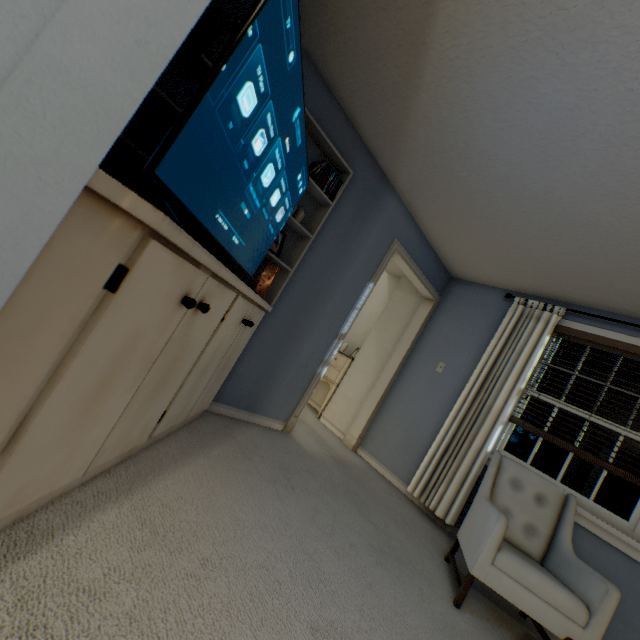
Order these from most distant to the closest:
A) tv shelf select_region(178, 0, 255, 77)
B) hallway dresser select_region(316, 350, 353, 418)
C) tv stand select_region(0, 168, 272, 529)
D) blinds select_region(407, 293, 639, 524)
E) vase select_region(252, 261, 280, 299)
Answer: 1. hallway dresser select_region(316, 350, 353, 418)
2. blinds select_region(407, 293, 639, 524)
3. vase select_region(252, 261, 280, 299)
4. tv shelf select_region(178, 0, 255, 77)
5. tv stand select_region(0, 168, 272, 529)

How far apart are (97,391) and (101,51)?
0.8m

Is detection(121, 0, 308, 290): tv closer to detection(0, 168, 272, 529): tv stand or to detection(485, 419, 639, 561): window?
detection(0, 168, 272, 529): tv stand

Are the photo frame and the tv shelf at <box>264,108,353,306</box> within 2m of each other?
yes

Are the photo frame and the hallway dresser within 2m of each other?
no

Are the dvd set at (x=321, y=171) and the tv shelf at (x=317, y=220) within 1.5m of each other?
yes

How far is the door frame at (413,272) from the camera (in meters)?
3.12

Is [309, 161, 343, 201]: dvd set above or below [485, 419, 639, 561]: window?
above
